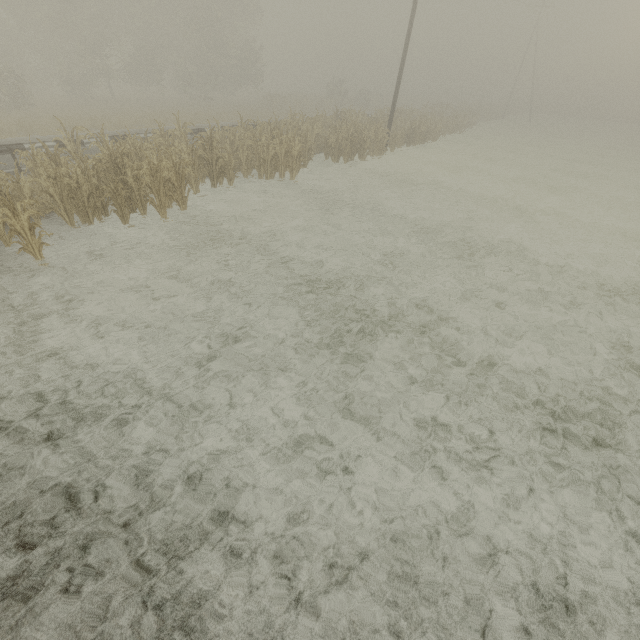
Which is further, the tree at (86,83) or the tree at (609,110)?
the tree at (609,110)

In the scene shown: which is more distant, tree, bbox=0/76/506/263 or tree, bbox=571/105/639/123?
tree, bbox=571/105/639/123

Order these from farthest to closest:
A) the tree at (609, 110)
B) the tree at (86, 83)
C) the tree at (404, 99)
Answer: the tree at (609, 110) < the tree at (86, 83) < the tree at (404, 99)

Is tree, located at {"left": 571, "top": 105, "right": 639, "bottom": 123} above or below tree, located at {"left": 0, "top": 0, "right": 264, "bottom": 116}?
below

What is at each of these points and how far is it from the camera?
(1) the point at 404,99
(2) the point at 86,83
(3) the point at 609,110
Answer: (1) tree, 54.09m
(2) tree, 28.48m
(3) tree, 56.34m

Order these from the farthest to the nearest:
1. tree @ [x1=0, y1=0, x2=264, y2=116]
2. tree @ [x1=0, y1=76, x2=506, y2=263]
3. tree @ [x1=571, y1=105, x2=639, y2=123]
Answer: tree @ [x1=571, y1=105, x2=639, y2=123]
tree @ [x1=0, y1=0, x2=264, y2=116]
tree @ [x1=0, y1=76, x2=506, y2=263]

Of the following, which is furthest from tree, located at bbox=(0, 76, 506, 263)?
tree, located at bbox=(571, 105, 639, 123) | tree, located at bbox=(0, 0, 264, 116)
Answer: tree, located at bbox=(0, 0, 264, 116)
